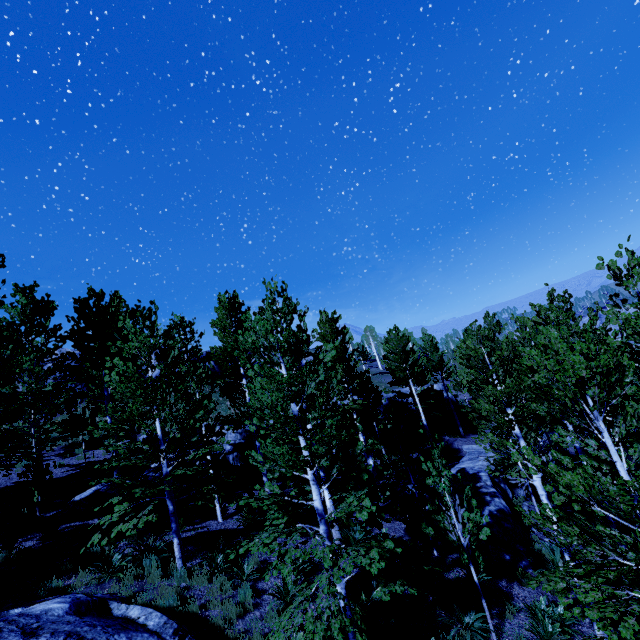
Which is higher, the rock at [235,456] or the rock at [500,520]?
the rock at [235,456]

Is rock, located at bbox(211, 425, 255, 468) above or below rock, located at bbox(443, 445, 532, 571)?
above

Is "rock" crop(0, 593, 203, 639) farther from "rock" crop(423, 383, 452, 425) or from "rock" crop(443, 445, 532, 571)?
"rock" crop(423, 383, 452, 425)

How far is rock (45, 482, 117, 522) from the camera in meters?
12.7 m

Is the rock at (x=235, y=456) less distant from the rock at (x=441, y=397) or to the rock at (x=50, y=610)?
the rock at (x=441, y=397)

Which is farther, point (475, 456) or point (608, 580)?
point (475, 456)

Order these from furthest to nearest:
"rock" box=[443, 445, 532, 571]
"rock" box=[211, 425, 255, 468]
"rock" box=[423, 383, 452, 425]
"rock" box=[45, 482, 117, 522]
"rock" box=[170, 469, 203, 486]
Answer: "rock" box=[423, 383, 452, 425], "rock" box=[211, 425, 255, 468], "rock" box=[170, 469, 203, 486], "rock" box=[45, 482, 117, 522], "rock" box=[443, 445, 532, 571]

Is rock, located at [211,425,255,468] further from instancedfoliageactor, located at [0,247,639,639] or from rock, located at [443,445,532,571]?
rock, located at [443,445,532,571]
